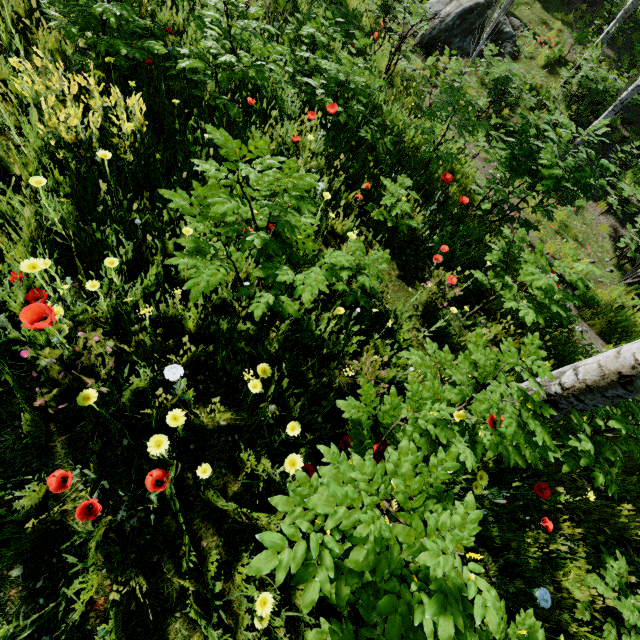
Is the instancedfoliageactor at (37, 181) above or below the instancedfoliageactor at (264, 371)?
above

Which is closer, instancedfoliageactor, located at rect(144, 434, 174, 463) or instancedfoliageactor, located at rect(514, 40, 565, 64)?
instancedfoliageactor, located at rect(144, 434, 174, 463)

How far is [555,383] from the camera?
2.5 meters

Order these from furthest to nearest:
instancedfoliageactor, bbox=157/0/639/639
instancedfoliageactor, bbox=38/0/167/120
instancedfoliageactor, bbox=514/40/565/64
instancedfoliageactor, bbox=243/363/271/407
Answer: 1. instancedfoliageactor, bbox=514/40/565/64
2. instancedfoliageactor, bbox=38/0/167/120
3. instancedfoliageactor, bbox=243/363/271/407
4. instancedfoliageactor, bbox=157/0/639/639

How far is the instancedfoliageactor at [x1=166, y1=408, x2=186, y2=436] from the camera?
1.6 meters

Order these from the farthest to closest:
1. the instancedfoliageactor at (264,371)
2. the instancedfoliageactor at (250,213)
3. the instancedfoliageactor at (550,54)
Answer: the instancedfoliageactor at (550,54) → the instancedfoliageactor at (264,371) → the instancedfoliageactor at (250,213)
